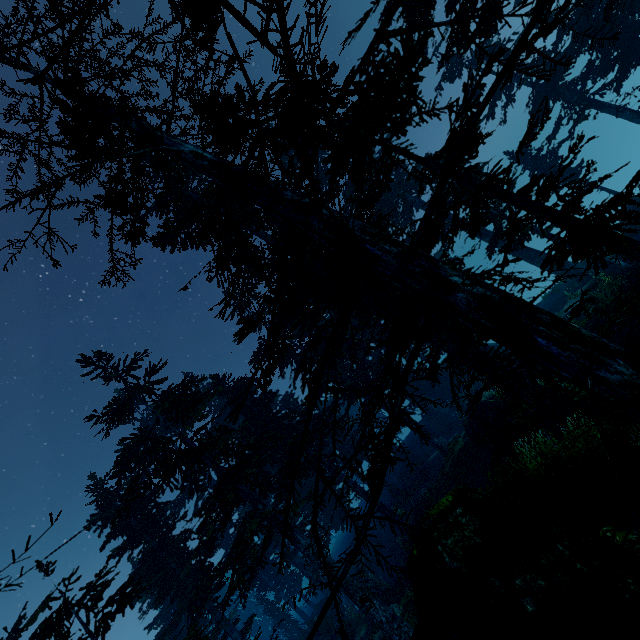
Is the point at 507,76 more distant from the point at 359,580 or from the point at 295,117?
the point at 359,580

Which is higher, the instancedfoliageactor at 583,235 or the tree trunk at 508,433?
the instancedfoliageactor at 583,235

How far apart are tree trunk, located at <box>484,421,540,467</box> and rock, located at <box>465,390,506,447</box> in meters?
1.7 m

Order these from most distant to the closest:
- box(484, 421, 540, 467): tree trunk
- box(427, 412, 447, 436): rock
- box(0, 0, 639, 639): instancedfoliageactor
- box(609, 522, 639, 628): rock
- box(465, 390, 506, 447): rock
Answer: box(427, 412, 447, 436): rock → box(465, 390, 506, 447): rock → box(484, 421, 540, 467): tree trunk → box(609, 522, 639, 628): rock → box(0, 0, 639, 639): instancedfoliageactor

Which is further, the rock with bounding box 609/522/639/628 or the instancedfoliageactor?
the rock with bounding box 609/522/639/628

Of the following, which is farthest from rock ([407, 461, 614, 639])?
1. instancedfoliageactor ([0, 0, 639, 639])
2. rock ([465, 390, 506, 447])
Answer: rock ([465, 390, 506, 447])

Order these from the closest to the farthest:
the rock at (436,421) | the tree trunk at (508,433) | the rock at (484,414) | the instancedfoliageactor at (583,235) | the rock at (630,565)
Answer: the instancedfoliageactor at (583,235), the rock at (630,565), the tree trunk at (508,433), the rock at (484,414), the rock at (436,421)

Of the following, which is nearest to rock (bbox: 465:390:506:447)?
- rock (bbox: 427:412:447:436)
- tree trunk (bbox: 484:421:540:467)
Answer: tree trunk (bbox: 484:421:540:467)
